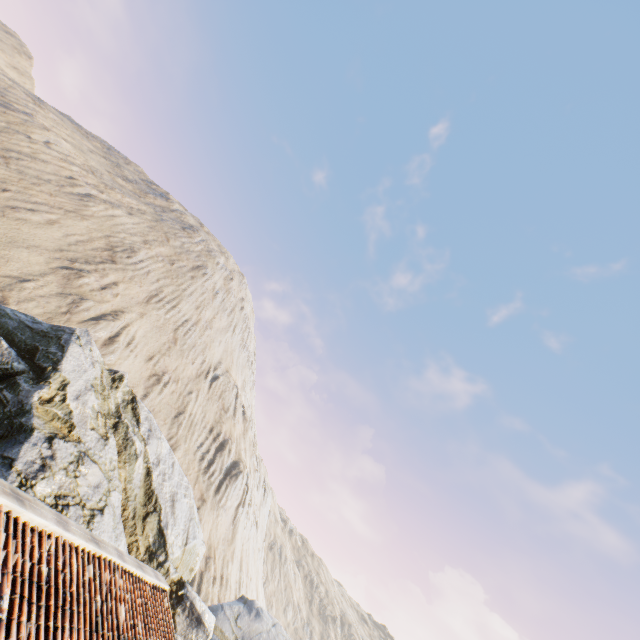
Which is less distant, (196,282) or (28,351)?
(28,351)
